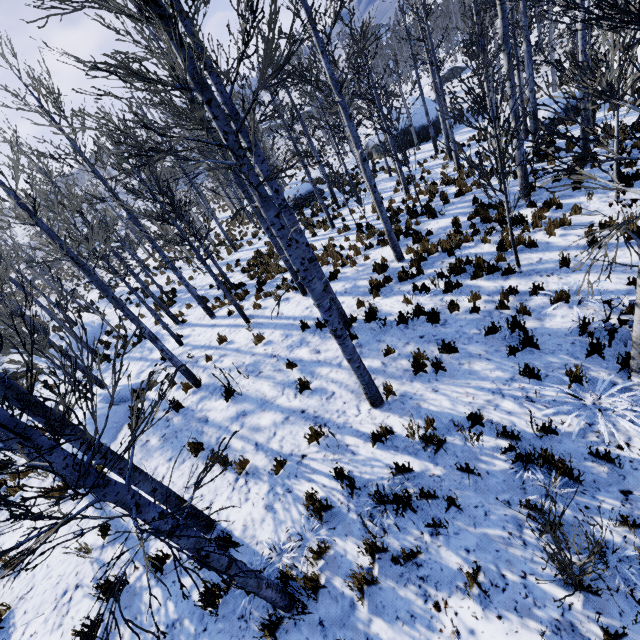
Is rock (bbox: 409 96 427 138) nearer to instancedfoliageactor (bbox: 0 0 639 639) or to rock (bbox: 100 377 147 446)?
instancedfoliageactor (bbox: 0 0 639 639)

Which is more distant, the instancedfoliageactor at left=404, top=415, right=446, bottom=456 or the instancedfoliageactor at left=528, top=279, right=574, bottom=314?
the instancedfoliageactor at left=528, top=279, right=574, bottom=314

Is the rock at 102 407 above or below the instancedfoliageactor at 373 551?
above

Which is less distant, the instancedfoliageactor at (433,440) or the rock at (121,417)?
the instancedfoliageactor at (433,440)

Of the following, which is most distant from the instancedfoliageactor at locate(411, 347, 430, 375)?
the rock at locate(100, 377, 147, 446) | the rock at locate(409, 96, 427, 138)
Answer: the rock at locate(409, 96, 427, 138)

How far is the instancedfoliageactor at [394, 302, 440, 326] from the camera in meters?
7.2

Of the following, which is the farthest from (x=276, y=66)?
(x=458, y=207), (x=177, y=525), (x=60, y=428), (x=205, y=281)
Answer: (x=205, y=281)
